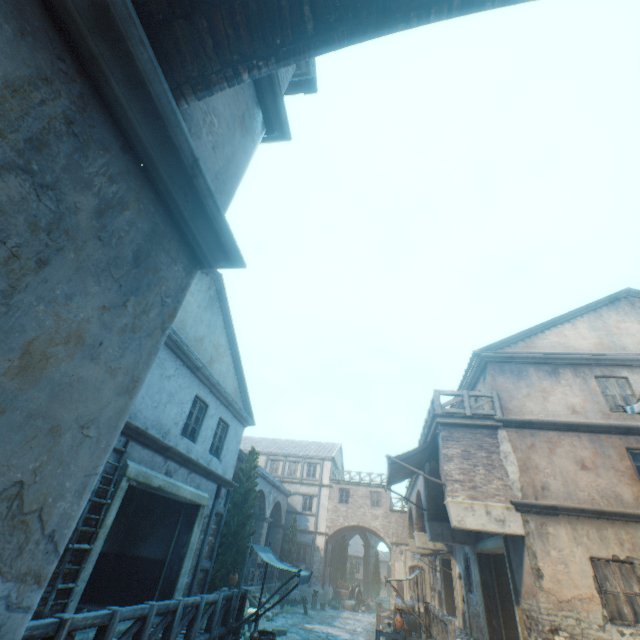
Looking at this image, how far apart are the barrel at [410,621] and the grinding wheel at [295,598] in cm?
678

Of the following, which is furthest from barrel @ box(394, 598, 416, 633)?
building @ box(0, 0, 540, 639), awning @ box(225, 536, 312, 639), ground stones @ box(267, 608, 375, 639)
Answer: awning @ box(225, 536, 312, 639)

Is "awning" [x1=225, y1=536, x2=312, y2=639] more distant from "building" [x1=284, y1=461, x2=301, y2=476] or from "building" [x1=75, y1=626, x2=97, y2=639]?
"building" [x1=284, y1=461, x2=301, y2=476]

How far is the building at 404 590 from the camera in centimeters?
2611cm

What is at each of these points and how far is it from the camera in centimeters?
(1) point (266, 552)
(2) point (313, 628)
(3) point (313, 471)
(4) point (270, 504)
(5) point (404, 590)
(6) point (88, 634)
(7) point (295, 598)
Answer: (1) awning, 999cm
(2) ground stones, 1675cm
(3) building, 3309cm
(4) building, 2516cm
(5) building, 2620cm
(6) building, 672cm
(7) grinding wheel, 2075cm

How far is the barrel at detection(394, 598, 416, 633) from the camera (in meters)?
15.22

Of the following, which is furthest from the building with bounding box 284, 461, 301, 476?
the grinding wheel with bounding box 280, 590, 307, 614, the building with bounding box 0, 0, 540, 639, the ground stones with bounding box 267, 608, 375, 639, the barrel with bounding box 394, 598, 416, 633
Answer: the barrel with bounding box 394, 598, 416, 633

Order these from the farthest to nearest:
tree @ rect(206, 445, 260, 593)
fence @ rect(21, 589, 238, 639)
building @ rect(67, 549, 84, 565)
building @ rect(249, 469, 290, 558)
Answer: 1. building @ rect(249, 469, 290, 558)
2. tree @ rect(206, 445, 260, 593)
3. building @ rect(67, 549, 84, 565)
4. fence @ rect(21, 589, 238, 639)
